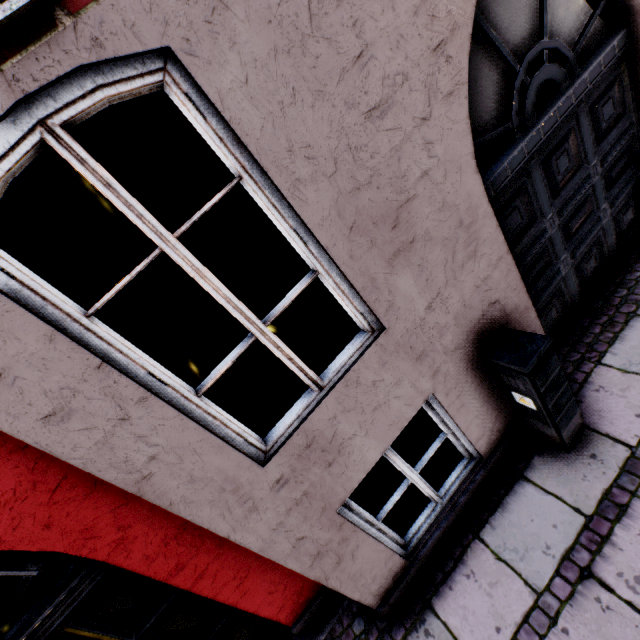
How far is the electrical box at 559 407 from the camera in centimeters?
219cm

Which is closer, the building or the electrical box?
the building

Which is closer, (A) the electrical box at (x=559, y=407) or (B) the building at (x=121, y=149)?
(B) the building at (x=121, y=149)

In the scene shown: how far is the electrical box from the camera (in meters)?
2.19

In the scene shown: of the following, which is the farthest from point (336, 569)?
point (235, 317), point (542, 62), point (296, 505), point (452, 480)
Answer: point (235, 317)
